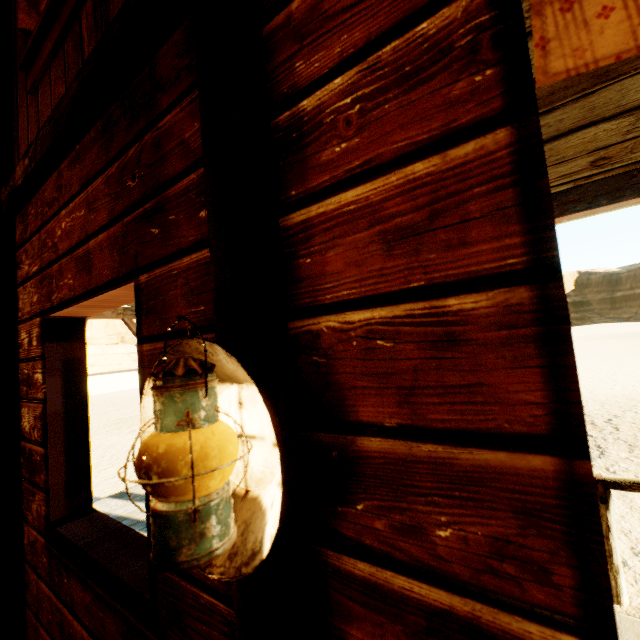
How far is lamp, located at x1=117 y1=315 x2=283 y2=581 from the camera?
0.5m

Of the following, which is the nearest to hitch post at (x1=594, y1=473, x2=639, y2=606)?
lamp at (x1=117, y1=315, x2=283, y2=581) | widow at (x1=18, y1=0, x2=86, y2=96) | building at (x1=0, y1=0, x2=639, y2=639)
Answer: building at (x1=0, y1=0, x2=639, y2=639)

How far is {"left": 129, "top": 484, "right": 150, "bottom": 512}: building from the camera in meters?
1.1

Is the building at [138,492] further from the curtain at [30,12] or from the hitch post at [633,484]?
the hitch post at [633,484]

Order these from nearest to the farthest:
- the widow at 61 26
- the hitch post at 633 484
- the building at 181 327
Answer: the building at 181 327 < the widow at 61 26 < the hitch post at 633 484

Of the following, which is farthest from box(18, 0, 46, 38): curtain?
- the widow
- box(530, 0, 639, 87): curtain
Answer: box(530, 0, 639, 87): curtain

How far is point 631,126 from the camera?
1.80m
